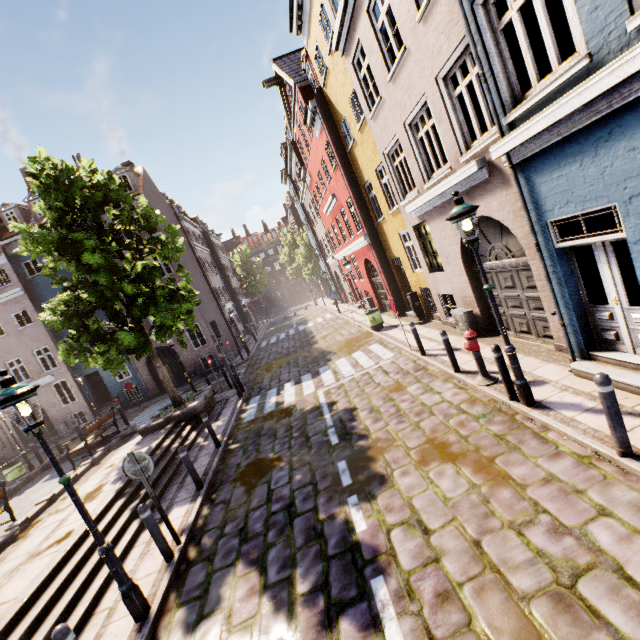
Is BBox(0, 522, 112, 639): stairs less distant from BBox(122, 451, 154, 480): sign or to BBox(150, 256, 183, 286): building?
BBox(122, 451, 154, 480): sign

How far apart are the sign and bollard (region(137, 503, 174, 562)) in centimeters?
40cm

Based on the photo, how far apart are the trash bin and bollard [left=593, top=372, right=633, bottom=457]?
11.3m

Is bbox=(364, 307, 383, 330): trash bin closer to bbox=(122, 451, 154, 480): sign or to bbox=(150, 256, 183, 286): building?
bbox=(122, 451, 154, 480): sign

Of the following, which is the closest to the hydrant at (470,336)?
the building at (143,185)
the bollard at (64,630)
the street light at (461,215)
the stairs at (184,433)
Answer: the street light at (461,215)

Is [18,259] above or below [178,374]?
above

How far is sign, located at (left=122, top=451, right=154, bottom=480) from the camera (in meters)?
5.67

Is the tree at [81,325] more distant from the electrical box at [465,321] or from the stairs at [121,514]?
the electrical box at [465,321]
